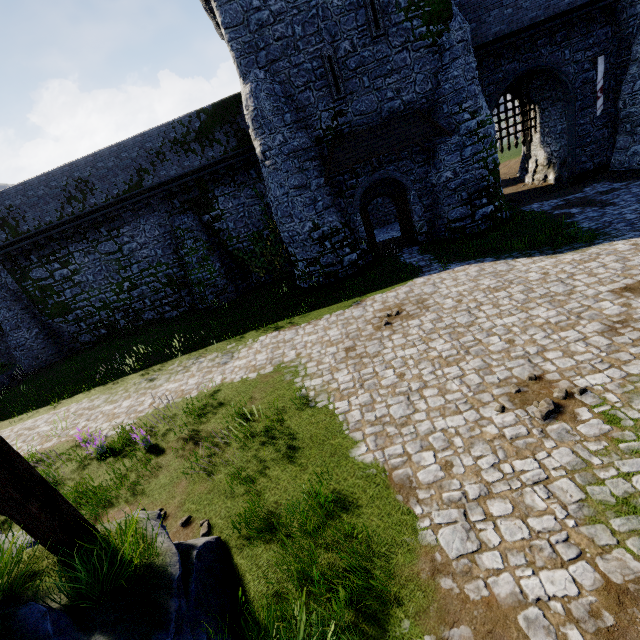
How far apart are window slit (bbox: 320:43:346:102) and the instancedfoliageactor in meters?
15.2

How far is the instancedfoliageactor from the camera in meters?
5.7 m

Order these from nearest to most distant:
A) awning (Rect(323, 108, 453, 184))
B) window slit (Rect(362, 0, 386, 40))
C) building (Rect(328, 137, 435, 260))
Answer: window slit (Rect(362, 0, 386, 40))
awning (Rect(323, 108, 453, 184))
building (Rect(328, 137, 435, 260))

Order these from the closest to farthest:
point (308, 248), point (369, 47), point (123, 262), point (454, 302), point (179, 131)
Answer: point (454, 302)
point (369, 47)
point (308, 248)
point (179, 131)
point (123, 262)

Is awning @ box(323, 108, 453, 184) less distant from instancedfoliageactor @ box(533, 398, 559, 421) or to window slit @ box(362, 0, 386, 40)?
window slit @ box(362, 0, 386, 40)

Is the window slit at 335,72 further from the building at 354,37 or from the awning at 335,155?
the awning at 335,155

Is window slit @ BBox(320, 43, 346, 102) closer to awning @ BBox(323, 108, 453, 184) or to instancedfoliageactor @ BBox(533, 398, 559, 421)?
awning @ BBox(323, 108, 453, 184)

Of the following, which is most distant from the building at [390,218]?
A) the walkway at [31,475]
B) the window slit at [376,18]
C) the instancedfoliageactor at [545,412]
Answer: the walkway at [31,475]
